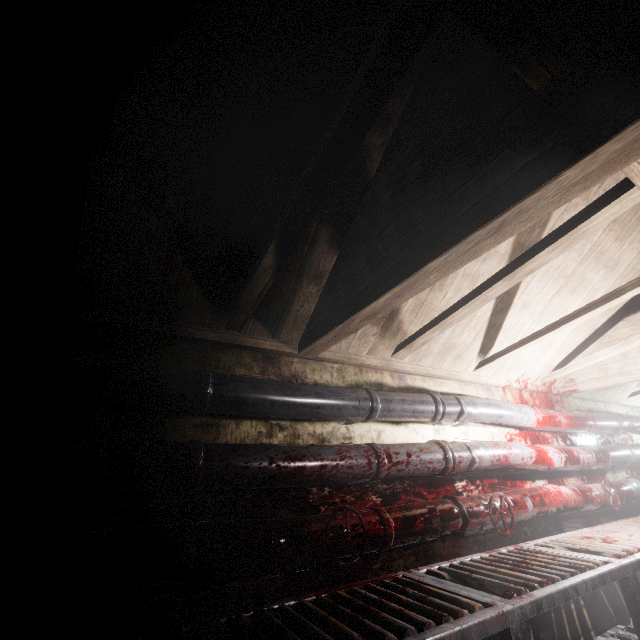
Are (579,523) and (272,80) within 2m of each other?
no

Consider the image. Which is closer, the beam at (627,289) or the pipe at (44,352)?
the pipe at (44,352)

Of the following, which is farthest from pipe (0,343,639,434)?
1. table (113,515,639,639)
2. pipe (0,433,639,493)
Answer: table (113,515,639,639)

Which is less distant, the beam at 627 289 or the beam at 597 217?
the beam at 597 217

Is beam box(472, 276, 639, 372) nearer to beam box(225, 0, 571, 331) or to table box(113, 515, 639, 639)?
beam box(225, 0, 571, 331)

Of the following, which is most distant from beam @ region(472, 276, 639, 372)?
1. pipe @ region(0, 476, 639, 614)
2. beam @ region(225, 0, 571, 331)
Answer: pipe @ region(0, 476, 639, 614)
